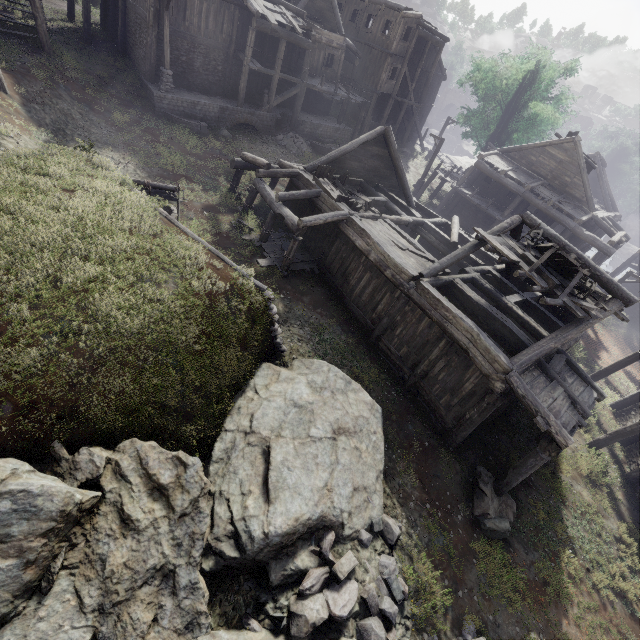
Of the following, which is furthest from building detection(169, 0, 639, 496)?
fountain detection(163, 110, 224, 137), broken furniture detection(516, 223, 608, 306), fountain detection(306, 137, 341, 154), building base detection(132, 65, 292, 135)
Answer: fountain detection(306, 137, 341, 154)

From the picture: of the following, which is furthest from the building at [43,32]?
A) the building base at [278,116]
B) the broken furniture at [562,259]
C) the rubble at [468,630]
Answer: the rubble at [468,630]

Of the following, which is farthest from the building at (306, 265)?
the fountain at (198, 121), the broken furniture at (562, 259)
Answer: Answer: the fountain at (198, 121)

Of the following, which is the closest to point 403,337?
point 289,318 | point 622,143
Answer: point 289,318

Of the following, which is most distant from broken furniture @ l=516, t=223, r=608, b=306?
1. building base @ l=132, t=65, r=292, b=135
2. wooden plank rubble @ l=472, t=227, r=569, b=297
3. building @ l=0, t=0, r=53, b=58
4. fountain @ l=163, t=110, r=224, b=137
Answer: building base @ l=132, t=65, r=292, b=135

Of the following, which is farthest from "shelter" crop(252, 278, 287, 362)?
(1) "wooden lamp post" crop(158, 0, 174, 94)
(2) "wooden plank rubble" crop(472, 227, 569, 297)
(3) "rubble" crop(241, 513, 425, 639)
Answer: (1) "wooden lamp post" crop(158, 0, 174, 94)

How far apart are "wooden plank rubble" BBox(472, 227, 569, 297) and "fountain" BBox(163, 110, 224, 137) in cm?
1684

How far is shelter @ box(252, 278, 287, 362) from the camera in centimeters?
969cm
